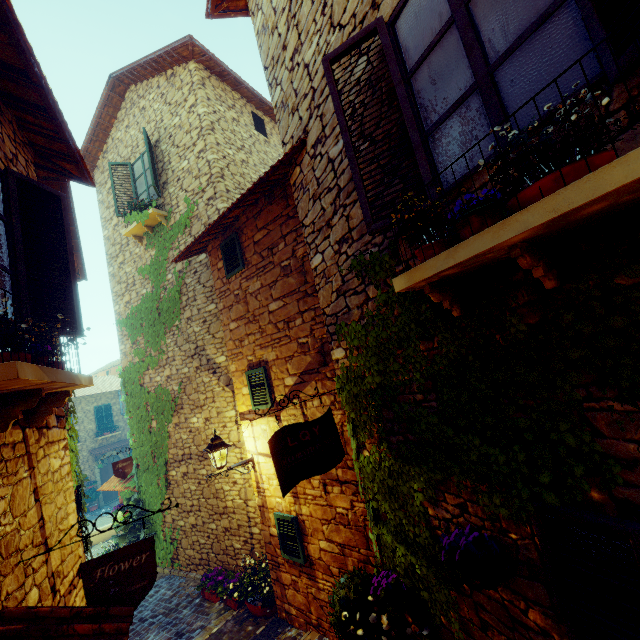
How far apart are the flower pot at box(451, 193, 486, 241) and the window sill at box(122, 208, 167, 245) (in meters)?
8.20

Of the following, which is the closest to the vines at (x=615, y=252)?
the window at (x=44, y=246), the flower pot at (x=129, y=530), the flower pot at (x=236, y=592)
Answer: the window at (x=44, y=246)

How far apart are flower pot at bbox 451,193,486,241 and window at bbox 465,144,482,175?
0.43m

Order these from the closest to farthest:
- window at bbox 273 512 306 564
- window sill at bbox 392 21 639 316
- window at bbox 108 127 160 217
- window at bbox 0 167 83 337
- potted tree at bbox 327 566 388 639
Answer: window sill at bbox 392 21 639 316, window at bbox 0 167 83 337, potted tree at bbox 327 566 388 639, window at bbox 273 512 306 564, window at bbox 108 127 160 217

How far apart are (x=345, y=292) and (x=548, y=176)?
2.4 meters

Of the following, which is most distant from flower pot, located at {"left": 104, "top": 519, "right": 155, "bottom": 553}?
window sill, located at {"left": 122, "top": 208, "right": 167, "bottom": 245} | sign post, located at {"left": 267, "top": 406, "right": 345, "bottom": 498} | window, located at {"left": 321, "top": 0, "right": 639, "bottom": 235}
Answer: window, located at {"left": 321, "top": 0, "right": 639, "bottom": 235}

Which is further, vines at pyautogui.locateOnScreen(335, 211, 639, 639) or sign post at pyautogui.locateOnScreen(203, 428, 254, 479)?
sign post at pyautogui.locateOnScreen(203, 428, 254, 479)

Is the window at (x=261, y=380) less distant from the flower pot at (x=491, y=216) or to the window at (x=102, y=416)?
the flower pot at (x=491, y=216)
